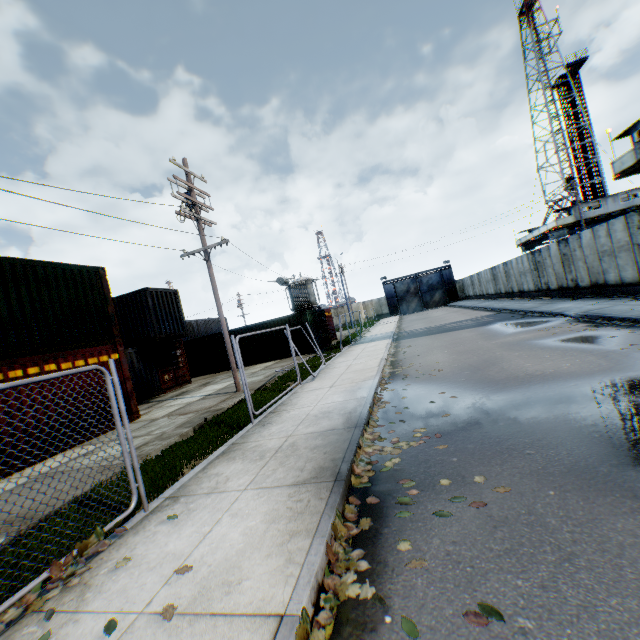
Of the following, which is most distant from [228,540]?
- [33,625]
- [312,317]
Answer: [312,317]

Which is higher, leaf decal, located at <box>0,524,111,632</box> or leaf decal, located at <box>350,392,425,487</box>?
leaf decal, located at <box>0,524,111,632</box>

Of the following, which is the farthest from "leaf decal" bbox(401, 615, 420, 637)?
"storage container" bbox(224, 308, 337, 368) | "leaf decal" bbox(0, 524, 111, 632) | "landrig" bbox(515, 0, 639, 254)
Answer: "landrig" bbox(515, 0, 639, 254)

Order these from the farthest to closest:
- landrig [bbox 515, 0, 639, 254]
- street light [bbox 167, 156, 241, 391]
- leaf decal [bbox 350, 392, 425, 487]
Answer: landrig [bbox 515, 0, 639, 254] → street light [bbox 167, 156, 241, 391] → leaf decal [bbox 350, 392, 425, 487]

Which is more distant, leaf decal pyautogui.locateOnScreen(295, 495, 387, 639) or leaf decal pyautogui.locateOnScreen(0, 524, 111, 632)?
leaf decal pyautogui.locateOnScreen(0, 524, 111, 632)

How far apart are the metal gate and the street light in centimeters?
4253cm

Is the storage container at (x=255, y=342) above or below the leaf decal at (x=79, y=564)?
above

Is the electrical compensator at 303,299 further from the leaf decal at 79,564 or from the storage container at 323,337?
the leaf decal at 79,564
